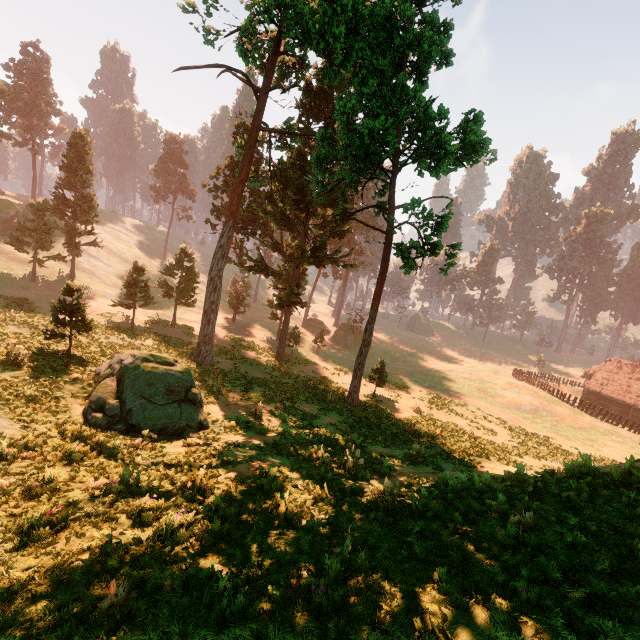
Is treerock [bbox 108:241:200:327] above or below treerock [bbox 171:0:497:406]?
below

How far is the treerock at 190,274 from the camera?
29.4 meters

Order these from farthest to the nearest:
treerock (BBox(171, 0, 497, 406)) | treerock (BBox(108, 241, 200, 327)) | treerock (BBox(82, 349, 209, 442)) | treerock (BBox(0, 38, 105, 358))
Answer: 1. treerock (BBox(108, 241, 200, 327))
2. treerock (BBox(171, 0, 497, 406))
3. treerock (BBox(0, 38, 105, 358))
4. treerock (BBox(82, 349, 209, 442))

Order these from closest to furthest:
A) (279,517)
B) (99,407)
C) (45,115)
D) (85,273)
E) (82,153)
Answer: (279,517) → (99,407) → (82,153) → (85,273) → (45,115)

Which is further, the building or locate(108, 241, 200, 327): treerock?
the building

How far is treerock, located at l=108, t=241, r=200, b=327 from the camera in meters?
29.4 m

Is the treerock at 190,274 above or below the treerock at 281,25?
below
